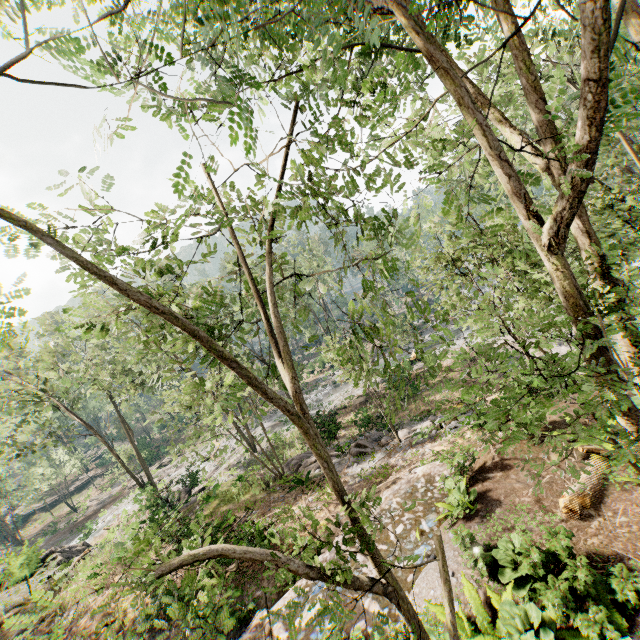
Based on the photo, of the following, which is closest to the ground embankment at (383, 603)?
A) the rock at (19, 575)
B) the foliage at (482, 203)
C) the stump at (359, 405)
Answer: the rock at (19, 575)

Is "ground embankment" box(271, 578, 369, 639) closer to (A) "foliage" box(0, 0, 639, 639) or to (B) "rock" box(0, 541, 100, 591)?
(B) "rock" box(0, 541, 100, 591)

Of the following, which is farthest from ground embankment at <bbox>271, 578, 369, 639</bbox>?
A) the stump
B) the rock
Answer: the stump

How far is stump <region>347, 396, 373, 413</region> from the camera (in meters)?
28.51

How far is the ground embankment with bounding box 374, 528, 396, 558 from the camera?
8.8m

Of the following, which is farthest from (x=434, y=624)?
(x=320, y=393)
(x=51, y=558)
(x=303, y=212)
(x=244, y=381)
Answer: (x=320, y=393)

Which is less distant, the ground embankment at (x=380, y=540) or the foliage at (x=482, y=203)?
the foliage at (x=482, y=203)
